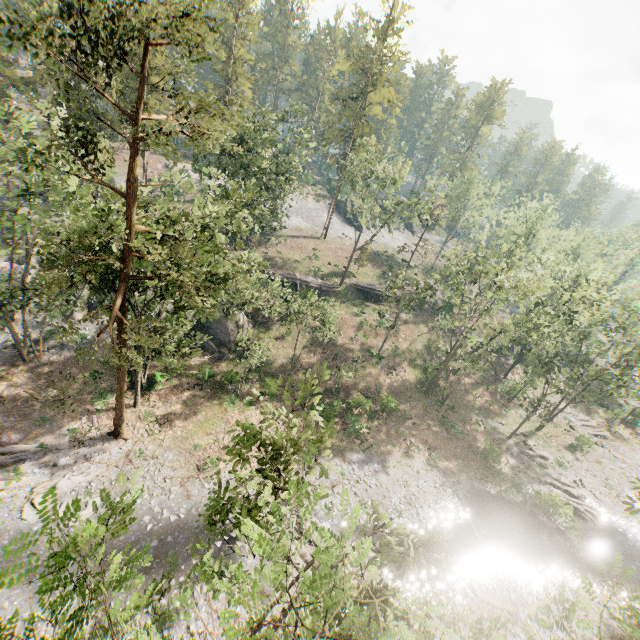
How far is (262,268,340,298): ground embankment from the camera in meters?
42.5

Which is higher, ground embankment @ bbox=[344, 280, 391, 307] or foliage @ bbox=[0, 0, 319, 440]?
foliage @ bbox=[0, 0, 319, 440]

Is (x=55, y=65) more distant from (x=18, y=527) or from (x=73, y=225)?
(x=18, y=527)

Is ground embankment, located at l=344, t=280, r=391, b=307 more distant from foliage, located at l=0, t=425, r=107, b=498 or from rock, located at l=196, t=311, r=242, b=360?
rock, located at l=196, t=311, r=242, b=360

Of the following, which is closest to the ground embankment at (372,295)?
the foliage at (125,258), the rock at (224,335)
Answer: the foliage at (125,258)

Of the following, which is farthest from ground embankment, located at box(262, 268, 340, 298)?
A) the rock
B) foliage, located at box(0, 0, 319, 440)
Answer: foliage, located at box(0, 0, 319, 440)

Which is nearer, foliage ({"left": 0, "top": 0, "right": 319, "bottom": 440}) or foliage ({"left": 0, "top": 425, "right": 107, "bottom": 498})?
foliage ({"left": 0, "top": 0, "right": 319, "bottom": 440})

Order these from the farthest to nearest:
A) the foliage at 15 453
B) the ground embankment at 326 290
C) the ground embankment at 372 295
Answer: the ground embankment at 372 295, the ground embankment at 326 290, the foliage at 15 453
